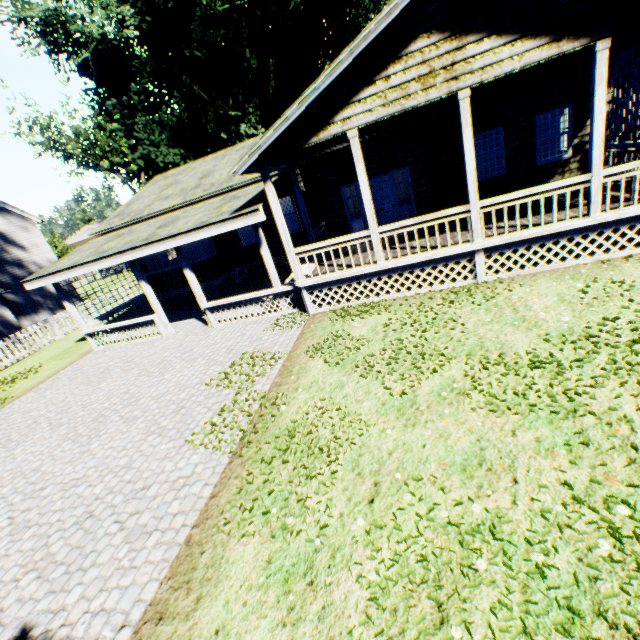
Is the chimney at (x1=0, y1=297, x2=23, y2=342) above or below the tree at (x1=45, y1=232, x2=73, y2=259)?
below

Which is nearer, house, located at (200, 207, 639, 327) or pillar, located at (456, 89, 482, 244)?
pillar, located at (456, 89, 482, 244)

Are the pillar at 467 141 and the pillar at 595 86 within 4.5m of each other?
yes

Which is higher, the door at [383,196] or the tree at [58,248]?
the tree at [58,248]

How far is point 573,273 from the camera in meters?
7.6

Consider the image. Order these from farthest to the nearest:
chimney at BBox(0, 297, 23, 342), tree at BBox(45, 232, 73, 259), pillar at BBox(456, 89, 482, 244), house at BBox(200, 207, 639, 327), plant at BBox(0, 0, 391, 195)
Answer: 1. tree at BBox(45, 232, 73, 259)
2. plant at BBox(0, 0, 391, 195)
3. chimney at BBox(0, 297, 23, 342)
4. house at BBox(200, 207, 639, 327)
5. pillar at BBox(456, 89, 482, 244)

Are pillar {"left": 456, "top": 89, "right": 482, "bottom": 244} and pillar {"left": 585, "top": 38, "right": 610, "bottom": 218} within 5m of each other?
yes

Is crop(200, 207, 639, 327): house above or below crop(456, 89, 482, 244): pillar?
below
